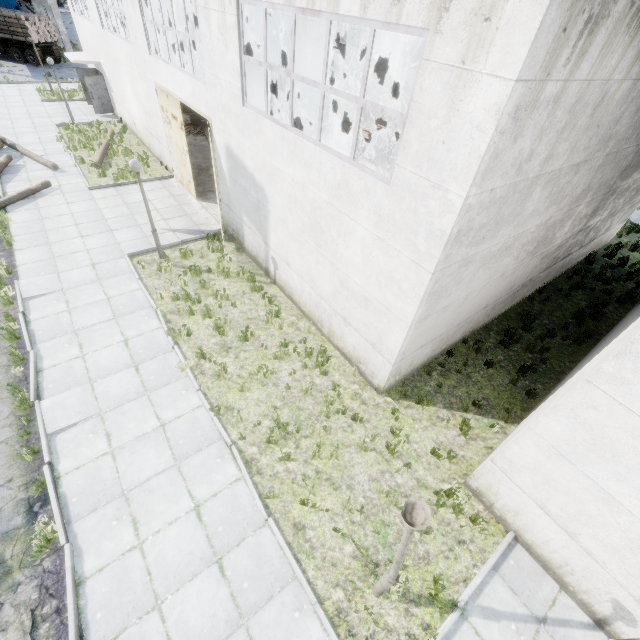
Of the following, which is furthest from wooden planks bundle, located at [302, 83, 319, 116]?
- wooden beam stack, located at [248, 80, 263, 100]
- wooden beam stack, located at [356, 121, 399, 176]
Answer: wooden beam stack, located at [356, 121, 399, 176]

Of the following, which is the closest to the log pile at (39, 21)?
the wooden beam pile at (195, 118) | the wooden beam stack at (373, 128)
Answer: the wooden beam pile at (195, 118)

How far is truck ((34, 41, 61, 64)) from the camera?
29.9m

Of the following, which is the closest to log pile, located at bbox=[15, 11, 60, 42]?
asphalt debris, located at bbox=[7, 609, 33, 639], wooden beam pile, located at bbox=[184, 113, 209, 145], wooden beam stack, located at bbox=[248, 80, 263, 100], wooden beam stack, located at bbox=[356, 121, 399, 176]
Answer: wooden beam stack, located at bbox=[248, 80, 263, 100]

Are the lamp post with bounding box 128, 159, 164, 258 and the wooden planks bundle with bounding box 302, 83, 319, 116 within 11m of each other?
no

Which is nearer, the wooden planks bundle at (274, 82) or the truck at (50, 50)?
the wooden planks bundle at (274, 82)

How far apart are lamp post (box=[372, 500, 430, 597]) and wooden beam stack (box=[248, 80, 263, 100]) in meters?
34.4

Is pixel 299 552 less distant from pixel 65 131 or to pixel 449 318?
pixel 449 318
